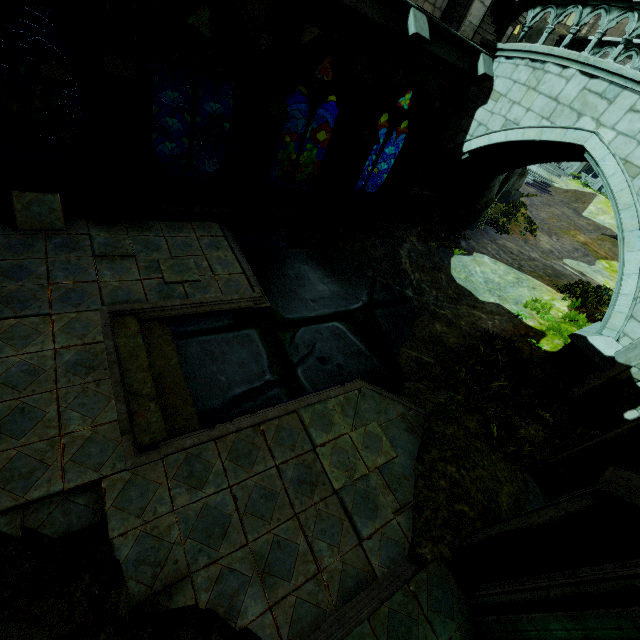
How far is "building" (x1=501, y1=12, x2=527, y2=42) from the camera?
11.5m

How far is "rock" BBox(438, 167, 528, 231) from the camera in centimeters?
1378cm

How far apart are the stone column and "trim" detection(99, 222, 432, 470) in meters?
0.0

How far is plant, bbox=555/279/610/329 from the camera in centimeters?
1182cm

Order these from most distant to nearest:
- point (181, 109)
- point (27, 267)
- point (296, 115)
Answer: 1. point (296, 115)
2. point (181, 109)
3. point (27, 267)

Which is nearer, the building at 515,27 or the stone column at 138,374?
the stone column at 138,374

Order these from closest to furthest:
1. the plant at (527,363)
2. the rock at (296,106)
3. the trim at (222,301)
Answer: the trim at (222,301) → the plant at (527,363) → the rock at (296,106)

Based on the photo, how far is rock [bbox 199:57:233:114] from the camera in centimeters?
2211cm
